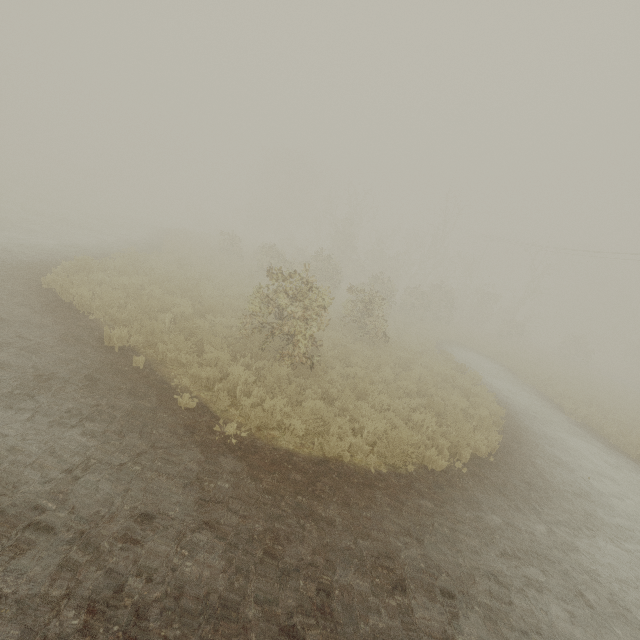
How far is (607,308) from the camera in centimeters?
5081cm
